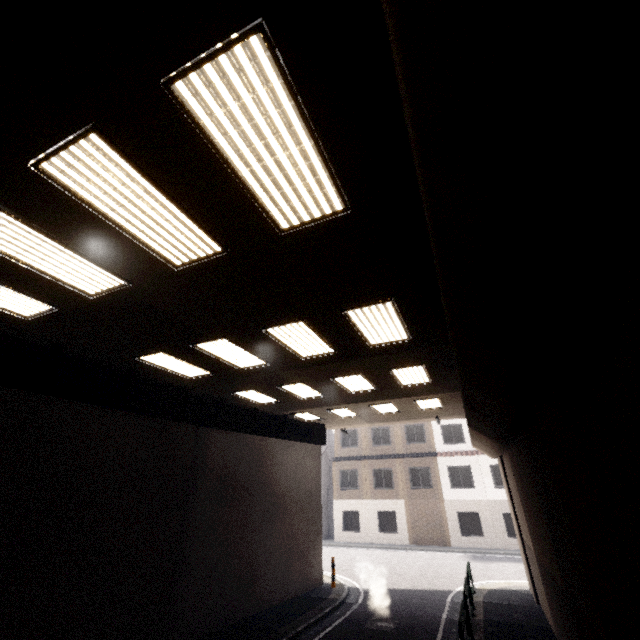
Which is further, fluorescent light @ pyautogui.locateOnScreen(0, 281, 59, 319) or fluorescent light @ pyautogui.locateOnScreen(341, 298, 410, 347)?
fluorescent light @ pyautogui.locateOnScreen(341, 298, 410, 347)

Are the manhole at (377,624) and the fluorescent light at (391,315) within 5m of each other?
no

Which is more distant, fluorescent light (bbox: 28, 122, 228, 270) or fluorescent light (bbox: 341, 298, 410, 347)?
fluorescent light (bbox: 341, 298, 410, 347)

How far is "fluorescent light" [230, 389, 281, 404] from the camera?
11.3m

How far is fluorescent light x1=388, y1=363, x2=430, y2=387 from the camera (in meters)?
9.31

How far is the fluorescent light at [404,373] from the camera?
9.3 meters

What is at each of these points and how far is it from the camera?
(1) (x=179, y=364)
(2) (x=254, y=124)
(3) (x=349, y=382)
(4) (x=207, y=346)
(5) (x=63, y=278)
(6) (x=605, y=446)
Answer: (1) fluorescent light, 8.77m
(2) fluorescent light, 3.02m
(3) fluorescent light, 10.54m
(4) fluorescent light, 7.70m
(5) fluorescent light, 5.15m
(6) concrete pillar, 2.71m

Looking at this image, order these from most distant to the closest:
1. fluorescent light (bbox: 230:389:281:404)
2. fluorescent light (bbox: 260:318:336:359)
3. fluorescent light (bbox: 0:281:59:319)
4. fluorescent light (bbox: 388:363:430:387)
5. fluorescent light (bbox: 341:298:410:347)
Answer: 1. fluorescent light (bbox: 230:389:281:404)
2. fluorescent light (bbox: 388:363:430:387)
3. fluorescent light (bbox: 260:318:336:359)
4. fluorescent light (bbox: 341:298:410:347)
5. fluorescent light (bbox: 0:281:59:319)
